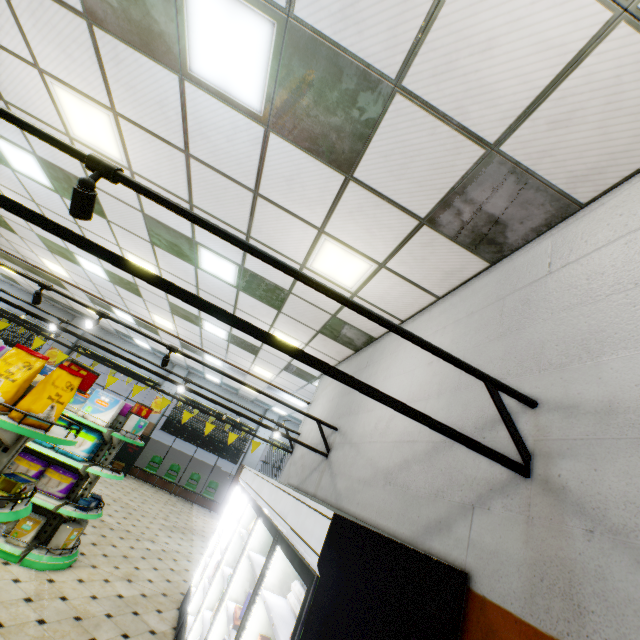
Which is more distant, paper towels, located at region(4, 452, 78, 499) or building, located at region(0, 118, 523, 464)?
paper towels, located at region(4, 452, 78, 499)

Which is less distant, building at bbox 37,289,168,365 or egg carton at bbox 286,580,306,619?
egg carton at bbox 286,580,306,619

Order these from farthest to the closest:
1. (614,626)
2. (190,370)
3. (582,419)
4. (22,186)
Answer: (190,370) → (22,186) → (582,419) → (614,626)

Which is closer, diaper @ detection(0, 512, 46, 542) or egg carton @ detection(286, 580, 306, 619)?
egg carton @ detection(286, 580, 306, 619)

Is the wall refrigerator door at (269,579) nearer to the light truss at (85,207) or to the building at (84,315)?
the building at (84,315)

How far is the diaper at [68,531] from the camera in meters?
4.9 m

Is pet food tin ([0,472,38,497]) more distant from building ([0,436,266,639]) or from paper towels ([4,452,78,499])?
paper towels ([4,452,78,499])

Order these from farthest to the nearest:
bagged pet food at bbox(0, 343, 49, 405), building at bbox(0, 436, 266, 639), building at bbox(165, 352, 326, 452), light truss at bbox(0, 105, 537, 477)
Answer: building at bbox(165, 352, 326, 452), building at bbox(0, 436, 266, 639), bagged pet food at bbox(0, 343, 49, 405), light truss at bbox(0, 105, 537, 477)
